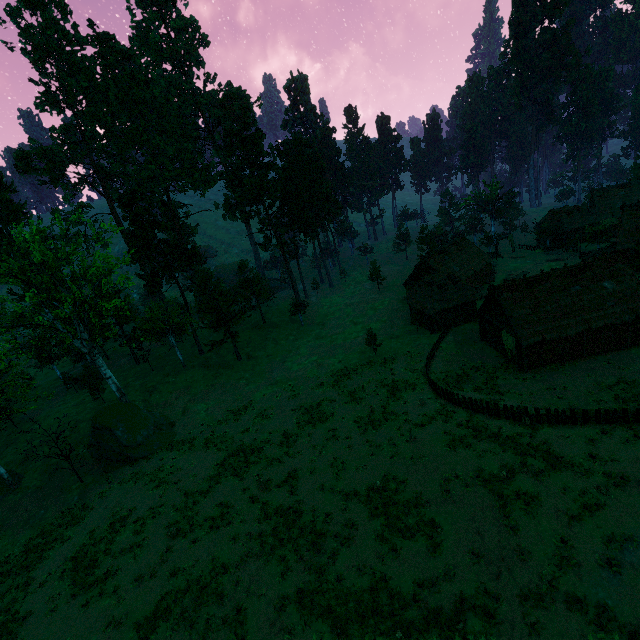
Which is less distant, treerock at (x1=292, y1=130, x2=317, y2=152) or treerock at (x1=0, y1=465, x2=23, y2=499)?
treerock at (x1=0, y1=465, x2=23, y2=499)

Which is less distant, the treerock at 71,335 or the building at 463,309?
the building at 463,309

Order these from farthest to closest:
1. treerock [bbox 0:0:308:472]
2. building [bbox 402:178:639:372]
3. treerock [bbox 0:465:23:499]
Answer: treerock [bbox 0:0:308:472] → treerock [bbox 0:465:23:499] → building [bbox 402:178:639:372]

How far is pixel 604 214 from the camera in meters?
56.1 m

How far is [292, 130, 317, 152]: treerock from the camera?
58.1 meters

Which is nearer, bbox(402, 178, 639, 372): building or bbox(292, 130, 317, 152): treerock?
bbox(402, 178, 639, 372): building

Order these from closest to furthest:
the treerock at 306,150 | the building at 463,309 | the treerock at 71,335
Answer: the building at 463,309, the treerock at 71,335, the treerock at 306,150
